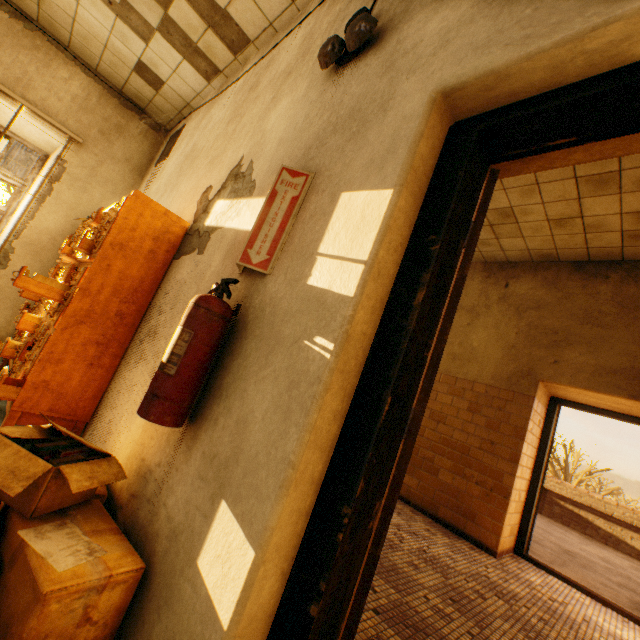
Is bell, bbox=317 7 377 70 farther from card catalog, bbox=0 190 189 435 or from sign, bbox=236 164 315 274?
card catalog, bbox=0 190 189 435

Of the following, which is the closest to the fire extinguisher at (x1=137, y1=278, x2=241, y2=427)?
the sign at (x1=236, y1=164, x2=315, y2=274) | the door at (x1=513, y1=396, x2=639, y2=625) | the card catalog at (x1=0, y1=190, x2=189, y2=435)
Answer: the sign at (x1=236, y1=164, x2=315, y2=274)

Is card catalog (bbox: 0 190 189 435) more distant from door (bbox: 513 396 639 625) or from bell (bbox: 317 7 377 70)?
door (bbox: 513 396 639 625)

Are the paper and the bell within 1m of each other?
no

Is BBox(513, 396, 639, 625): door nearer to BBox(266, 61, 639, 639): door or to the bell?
BBox(266, 61, 639, 639): door

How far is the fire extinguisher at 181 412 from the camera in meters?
1.2 m

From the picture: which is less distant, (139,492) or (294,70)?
(139,492)

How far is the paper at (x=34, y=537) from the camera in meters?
1.0
